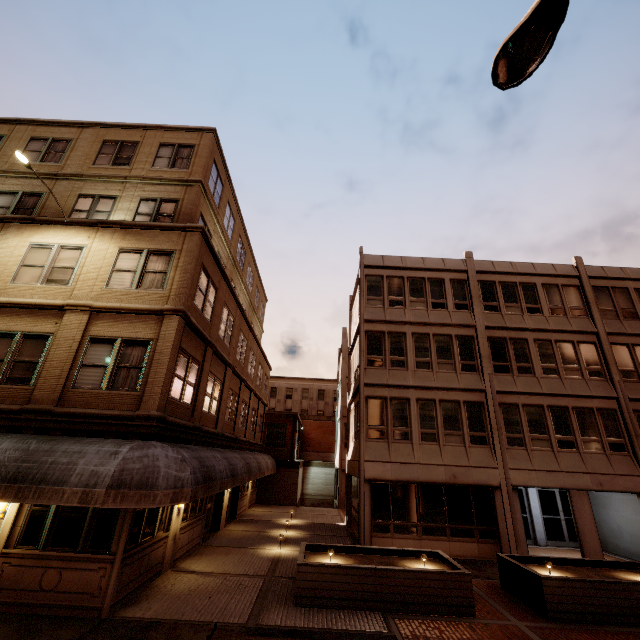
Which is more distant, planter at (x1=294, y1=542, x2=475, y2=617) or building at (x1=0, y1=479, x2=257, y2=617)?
planter at (x1=294, y1=542, x2=475, y2=617)

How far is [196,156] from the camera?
15.41m

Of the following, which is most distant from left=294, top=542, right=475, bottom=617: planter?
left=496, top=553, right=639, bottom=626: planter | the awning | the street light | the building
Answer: Result: the street light

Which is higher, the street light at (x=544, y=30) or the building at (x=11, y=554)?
the street light at (x=544, y=30)

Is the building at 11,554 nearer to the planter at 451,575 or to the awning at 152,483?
the awning at 152,483

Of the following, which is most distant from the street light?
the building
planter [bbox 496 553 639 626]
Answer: planter [bbox 496 553 639 626]

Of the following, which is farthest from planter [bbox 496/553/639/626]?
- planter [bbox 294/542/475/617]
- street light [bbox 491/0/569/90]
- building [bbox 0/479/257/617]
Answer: street light [bbox 491/0/569/90]

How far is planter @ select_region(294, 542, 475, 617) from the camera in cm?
886
